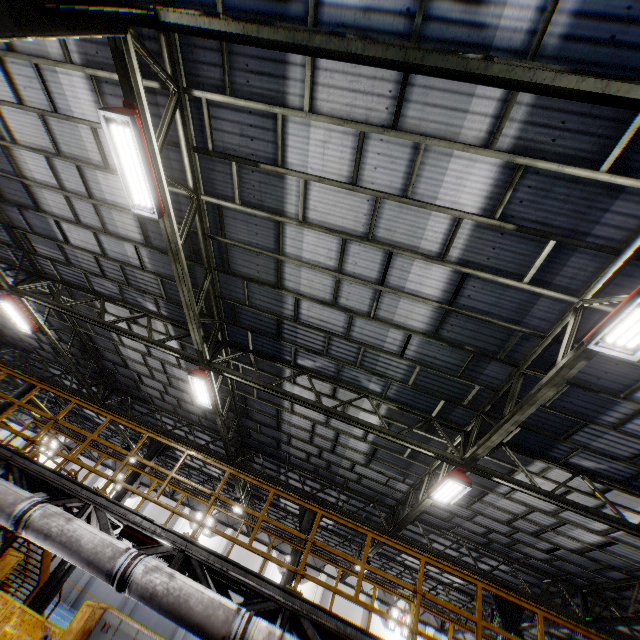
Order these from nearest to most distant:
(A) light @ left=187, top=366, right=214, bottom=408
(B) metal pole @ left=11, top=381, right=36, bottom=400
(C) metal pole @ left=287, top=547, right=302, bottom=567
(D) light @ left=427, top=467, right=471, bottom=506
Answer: (D) light @ left=427, top=467, right=471, bottom=506
(A) light @ left=187, top=366, right=214, bottom=408
(C) metal pole @ left=287, top=547, right=302, bottom=567
(B) metal pole @ left=11, top=381, right=36, bottom=400

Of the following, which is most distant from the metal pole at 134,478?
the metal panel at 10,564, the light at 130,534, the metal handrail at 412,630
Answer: the light at 130,534

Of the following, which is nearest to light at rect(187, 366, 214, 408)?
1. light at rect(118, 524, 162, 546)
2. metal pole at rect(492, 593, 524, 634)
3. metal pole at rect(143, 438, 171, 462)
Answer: light at rect(118, 524, 162, 546)

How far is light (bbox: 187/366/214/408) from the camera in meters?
9.4

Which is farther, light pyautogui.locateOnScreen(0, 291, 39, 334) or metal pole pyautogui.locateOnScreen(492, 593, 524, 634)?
metal pole pyautogui.locateOnScreen(492, 593, 524, 634)

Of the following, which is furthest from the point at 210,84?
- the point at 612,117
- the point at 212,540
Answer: the point at 212,540

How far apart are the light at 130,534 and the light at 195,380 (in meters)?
3.51

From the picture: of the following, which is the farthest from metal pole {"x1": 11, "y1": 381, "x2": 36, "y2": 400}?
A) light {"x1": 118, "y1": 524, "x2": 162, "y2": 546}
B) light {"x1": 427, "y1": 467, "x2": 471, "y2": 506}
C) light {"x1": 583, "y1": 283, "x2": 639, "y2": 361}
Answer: light {"x1": 583, "y1": 283, "x2": 639, "y2": 361}
